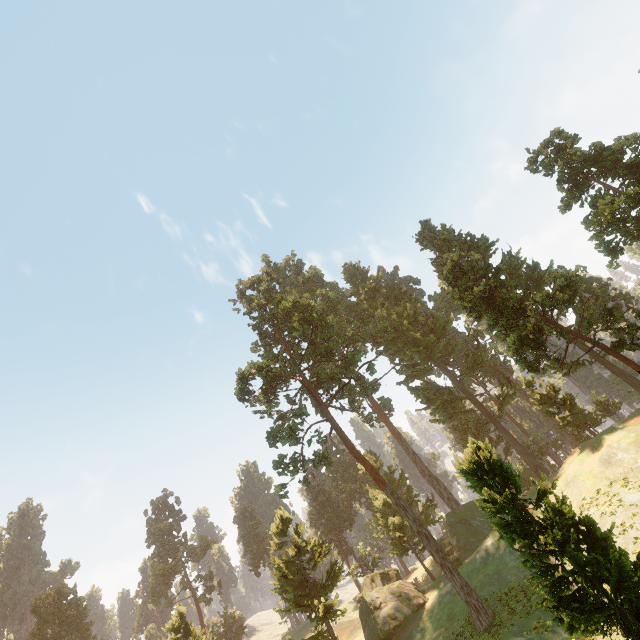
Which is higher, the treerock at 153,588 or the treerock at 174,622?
the treerock at 153,588

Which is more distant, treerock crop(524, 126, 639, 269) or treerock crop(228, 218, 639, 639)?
treerock crop(524, 126, 639, 269)

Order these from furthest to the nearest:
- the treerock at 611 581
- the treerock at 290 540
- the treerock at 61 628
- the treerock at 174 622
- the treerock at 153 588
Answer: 1. the treerock at 153 588
2. the treerock at 61 628
3. the treerock at 174 622
4. the treerock at 290 540
5. the treerock at 611 581

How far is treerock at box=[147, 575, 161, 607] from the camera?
58.1m

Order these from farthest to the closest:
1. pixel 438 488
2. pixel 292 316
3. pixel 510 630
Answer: pixel 292 316 < pixel 438 488 < pixel 510 630

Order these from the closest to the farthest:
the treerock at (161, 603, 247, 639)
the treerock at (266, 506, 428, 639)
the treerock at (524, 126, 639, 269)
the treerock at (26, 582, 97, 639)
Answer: the treerock at (524, 126, 639, 269) < the treerock at (266, 506, 428, 639) < the treerock at (161, 603, 247, 639) < the treerock at (26, 582, 97, 639)

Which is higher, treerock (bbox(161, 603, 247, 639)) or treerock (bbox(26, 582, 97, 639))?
treerock (bbox(26, 582, 97, 639))
